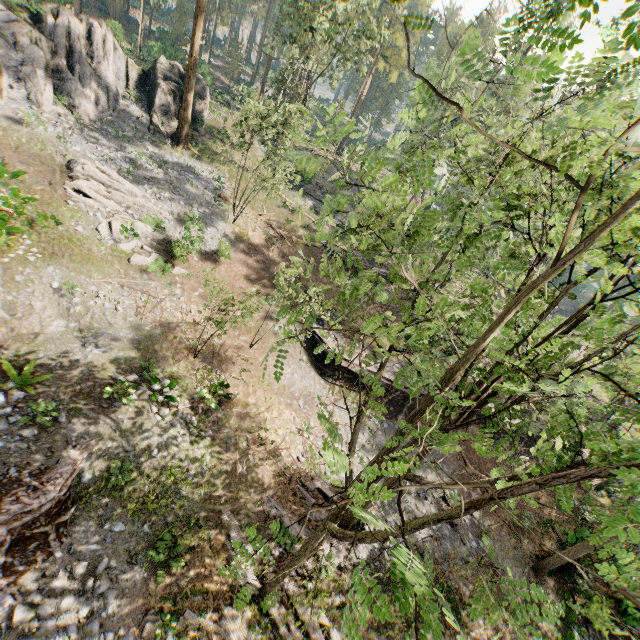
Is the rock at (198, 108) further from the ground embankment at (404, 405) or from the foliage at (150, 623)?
the ground embankment at (404, 405)

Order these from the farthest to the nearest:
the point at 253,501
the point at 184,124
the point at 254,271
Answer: the point at 184,124
the point at 254,271
the point at 253,501

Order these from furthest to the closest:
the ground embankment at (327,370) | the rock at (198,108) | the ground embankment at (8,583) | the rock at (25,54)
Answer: the rock at (198,108)
the ground embankment at (327,370)
the rock at (25,54)
the ground embankment at (8,583)

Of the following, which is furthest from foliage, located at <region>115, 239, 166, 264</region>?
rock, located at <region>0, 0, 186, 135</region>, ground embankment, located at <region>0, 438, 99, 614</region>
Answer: ground embankment, located at <region>0, 438, 99, 614</region>

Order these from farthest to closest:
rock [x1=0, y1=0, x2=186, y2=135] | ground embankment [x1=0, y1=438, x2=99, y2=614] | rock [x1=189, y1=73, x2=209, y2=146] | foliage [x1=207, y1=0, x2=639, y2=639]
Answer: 1. rock [x1=189, y1=73, x2=209, y2=146]
2. rock [x1=0, y1=0, x2=186, y2=135]
3. ground embankment [x1=0, y1=438, x2=99, y2=614]
4. foliage [x1=207, y1=0, x2=639, y2=639]

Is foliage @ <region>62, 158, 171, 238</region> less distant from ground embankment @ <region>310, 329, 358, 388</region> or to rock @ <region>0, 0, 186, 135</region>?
rock @ <region>0, 0, 186, 135</region>

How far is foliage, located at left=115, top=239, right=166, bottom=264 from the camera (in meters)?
19.42
